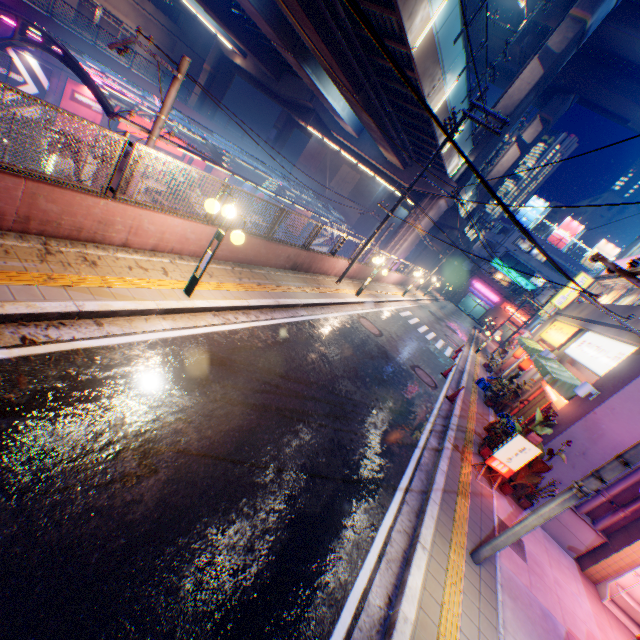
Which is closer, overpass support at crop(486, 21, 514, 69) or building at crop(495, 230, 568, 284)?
overpass support at crop(486, 21, 514, 69)

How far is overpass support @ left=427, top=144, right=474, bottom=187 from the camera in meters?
22.9

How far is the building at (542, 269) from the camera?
49.8 meters

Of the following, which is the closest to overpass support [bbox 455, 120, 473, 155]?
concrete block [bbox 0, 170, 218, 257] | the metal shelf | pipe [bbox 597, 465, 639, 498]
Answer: concrete block [bbox 0, 170, 218, 257]

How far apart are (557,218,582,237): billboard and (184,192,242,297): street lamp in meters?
59.4

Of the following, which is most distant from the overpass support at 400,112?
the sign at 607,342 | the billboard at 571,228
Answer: the sign at 607,342

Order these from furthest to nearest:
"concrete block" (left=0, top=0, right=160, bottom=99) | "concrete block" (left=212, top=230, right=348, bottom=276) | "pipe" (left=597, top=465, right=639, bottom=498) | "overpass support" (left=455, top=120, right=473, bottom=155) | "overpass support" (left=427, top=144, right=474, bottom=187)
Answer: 1. "overpass support" (left=427, top=144, right=474, bottom=187)
2. "overpass support" (left=455, top=120, right=473, bottom=155)
3. "concrete block" (left=0, top=0, right=160, bottom=99)
4. "concrete block" (left=212, top=230, right=348, bottom=276)
5. "pipe" (left=597, top=465, right=639, bottom=498)

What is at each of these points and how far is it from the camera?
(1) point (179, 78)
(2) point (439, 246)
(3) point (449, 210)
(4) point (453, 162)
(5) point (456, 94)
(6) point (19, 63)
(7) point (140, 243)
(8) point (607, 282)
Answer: (1) electric pole, 7.3 meters
(2) overpass support, 39.9 meters
(3) overpass support, 38.6 meters
(4) overpass support, 24.4 meters
(5) overpass support, 17.5 meters
(6) billboard, 19.8 meters
(7) concrete block, 7.3 meters
(8) building, 17.6 meters
